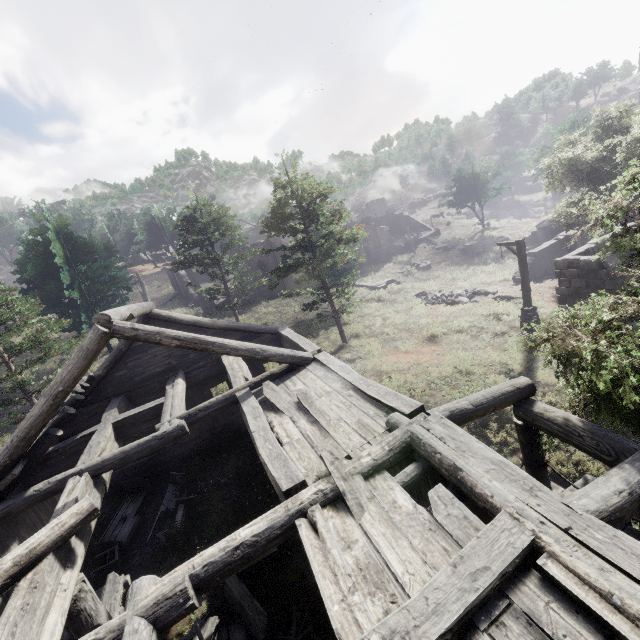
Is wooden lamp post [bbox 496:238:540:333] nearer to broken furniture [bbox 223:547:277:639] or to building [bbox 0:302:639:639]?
building [bbox 0:302:639:639]

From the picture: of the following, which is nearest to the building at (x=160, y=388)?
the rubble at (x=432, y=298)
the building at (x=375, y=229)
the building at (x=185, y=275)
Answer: the rubble at (x=432, y=298)

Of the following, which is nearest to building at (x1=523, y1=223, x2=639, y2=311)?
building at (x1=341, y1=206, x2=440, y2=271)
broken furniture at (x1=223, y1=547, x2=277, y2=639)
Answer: broken furniture at (x1=223, y1=547, x2=277, y2=639)

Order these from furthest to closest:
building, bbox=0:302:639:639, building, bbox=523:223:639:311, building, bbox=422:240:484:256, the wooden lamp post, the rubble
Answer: building, bbox=422:240:484:256, the rubble, the wooden lamp post, building, bbox=523:223:639:311, building, bbox=0:302:639:639

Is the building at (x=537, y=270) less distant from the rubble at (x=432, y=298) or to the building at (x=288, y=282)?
the rubble at (x=432, y=298)

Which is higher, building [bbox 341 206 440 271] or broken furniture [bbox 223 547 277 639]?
building [bbox 341 206 440 271]

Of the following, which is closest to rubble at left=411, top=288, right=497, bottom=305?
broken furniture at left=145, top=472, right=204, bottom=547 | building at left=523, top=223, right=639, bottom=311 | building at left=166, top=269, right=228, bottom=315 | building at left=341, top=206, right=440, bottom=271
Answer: building at left=523, top=223, right=639, bottom=311

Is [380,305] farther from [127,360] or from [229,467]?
[127,360]
